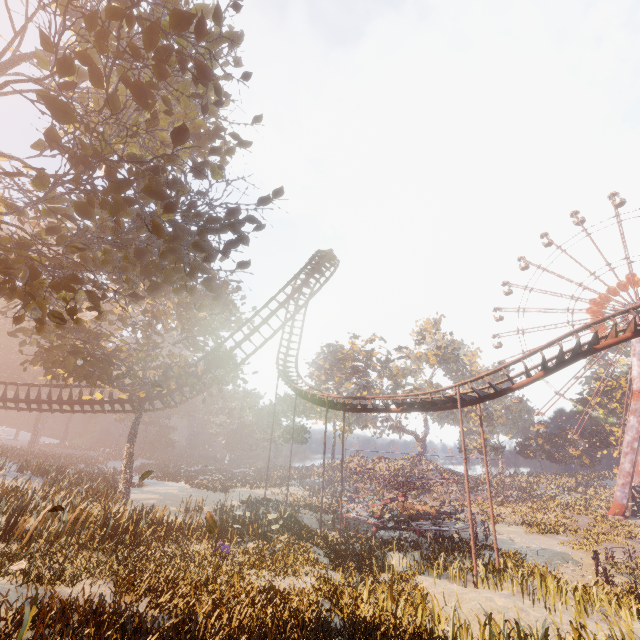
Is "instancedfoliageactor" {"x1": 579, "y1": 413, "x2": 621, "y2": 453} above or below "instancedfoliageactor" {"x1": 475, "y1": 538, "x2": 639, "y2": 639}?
above

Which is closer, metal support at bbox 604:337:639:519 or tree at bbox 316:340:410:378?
metal support at bbox 604:337:639:519

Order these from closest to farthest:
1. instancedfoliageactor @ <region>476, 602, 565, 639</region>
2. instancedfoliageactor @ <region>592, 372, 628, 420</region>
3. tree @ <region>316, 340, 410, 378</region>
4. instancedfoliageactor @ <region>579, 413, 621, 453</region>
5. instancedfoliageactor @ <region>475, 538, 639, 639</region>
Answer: instancedfoliageactor @ <region>476, 602, 565, 639</region>
instancedfoliageactor @ <region>475, 538, 639, 639</region>
instancedfoliageactor @ <region>579, 413, 621, 453</region>
instancedfoliageactor @ <region>592, 372, 628, 420</region>
tree @ <region>316, 340, 410, 378</region>

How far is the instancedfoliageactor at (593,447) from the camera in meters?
51.2

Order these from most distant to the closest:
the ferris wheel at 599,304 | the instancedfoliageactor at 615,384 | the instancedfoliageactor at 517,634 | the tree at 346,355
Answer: the tree at 346,355
the instancedfoliageactor at 615,384
the ferris wheel at 599,304
the instancedfoliageactor at 517,634

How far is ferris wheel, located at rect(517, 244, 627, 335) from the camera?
50.53m

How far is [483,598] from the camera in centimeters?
1302cm

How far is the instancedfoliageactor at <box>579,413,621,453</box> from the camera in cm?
5119
